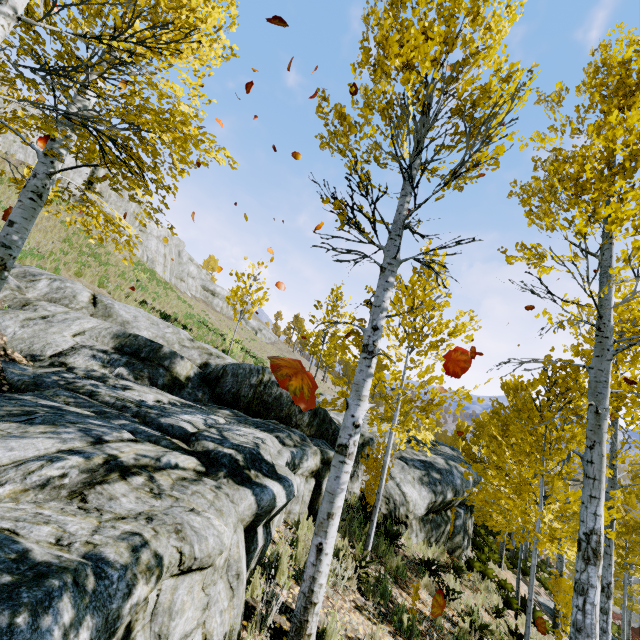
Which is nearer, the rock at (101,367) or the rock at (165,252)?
the rock at (101,367)

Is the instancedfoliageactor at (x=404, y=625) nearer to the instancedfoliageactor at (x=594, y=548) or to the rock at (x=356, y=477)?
the instancedfoliageactor at (x=594, y=548)

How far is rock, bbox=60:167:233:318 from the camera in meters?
22.1

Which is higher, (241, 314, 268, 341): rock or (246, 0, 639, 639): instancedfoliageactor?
(241, 314, 268, 341): rock

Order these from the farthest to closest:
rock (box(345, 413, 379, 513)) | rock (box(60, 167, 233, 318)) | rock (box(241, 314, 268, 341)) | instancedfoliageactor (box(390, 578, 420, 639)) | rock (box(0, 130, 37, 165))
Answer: rock (box(241, 314, 268, 341))
rock (box(60, 167, 233, 318))
rock (box(0, 130, 37, 165))
rock (box(345, 413, 379, 513))
instancedfoliageactor (box(390, 578, 420, 639))

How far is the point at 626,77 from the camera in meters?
4.4 m

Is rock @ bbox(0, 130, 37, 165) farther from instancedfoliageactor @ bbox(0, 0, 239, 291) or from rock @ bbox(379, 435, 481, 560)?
rock @ bbox(379, 435, 481, 560)

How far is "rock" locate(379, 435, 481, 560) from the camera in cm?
927
